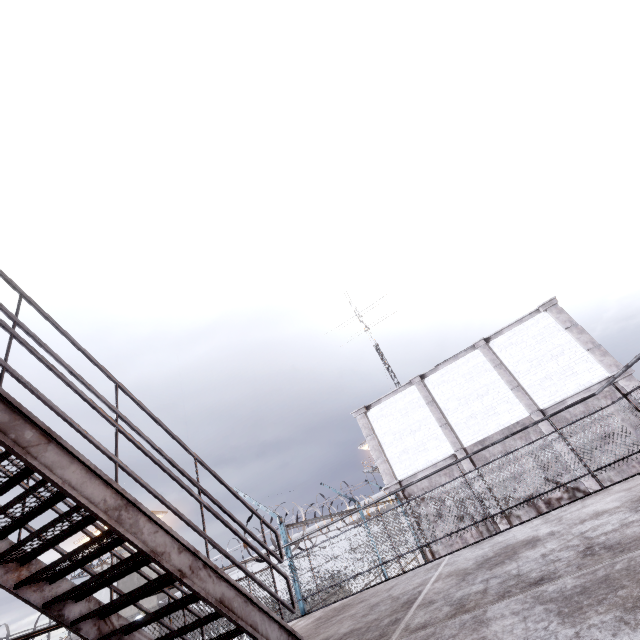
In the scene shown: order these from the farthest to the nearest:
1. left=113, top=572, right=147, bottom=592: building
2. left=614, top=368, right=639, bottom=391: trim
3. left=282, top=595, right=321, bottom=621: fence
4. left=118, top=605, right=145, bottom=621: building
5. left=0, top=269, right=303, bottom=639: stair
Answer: left=113, top=572, right=147, bottom=592: building < left=118, top=605, right=145, bottom=621: building < left=614, top=368, right=639, bottom=391: trim < left=282, top=595, right=321, bottom=621: fence < left=0, top=269, right=303, bottom=639: stair

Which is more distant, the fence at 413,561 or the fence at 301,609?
the fence at 413,561

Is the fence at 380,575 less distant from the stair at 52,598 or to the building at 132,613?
the stair at 52,598

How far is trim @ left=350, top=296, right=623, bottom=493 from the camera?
11.1 meters

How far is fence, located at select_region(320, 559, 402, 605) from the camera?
8.3 meters

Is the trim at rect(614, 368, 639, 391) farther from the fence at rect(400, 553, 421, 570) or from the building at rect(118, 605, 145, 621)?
the building at rect(118, 605, 145, 621)

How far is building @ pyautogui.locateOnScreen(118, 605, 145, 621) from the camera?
28.6 meters

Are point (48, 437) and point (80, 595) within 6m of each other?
yes
